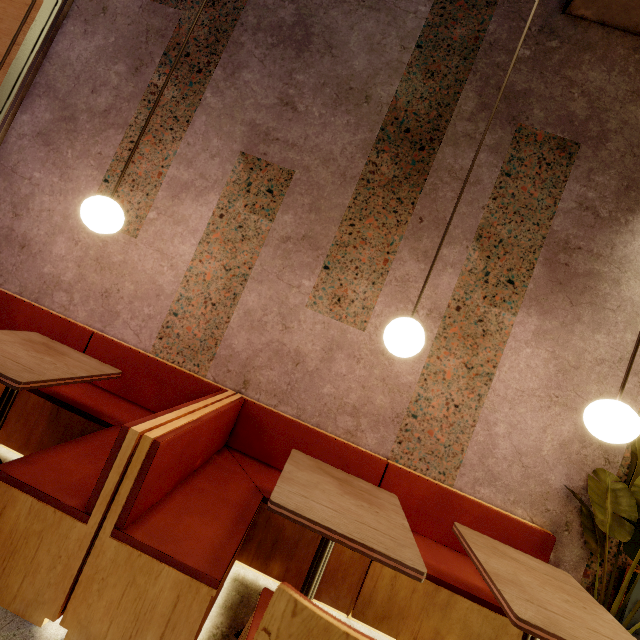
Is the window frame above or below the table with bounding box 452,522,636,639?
above

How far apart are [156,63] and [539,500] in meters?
4.6 m

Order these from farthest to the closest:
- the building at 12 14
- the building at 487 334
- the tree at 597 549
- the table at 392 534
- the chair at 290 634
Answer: the building at 12 14, the building at 487 334, the tree at 597 549, the table at 392 534, the chair at 290 634

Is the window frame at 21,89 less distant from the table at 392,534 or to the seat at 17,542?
the seat at 17,542

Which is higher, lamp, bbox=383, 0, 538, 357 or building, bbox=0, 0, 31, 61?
building, bbox=0, 0, 31, 61

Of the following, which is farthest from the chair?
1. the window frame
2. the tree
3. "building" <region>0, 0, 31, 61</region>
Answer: the window frame

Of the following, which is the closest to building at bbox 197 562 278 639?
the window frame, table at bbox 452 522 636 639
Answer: the window frame

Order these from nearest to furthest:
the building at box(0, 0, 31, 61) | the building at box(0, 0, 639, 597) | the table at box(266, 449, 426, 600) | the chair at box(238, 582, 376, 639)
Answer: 1. the chair at box(238, 582, 376, 639)
2. the table at box(266, 449, 426, 600)
3. the building at box(0, 0, 639, 597)
4. the building at box(0, 0, 31, 61)
